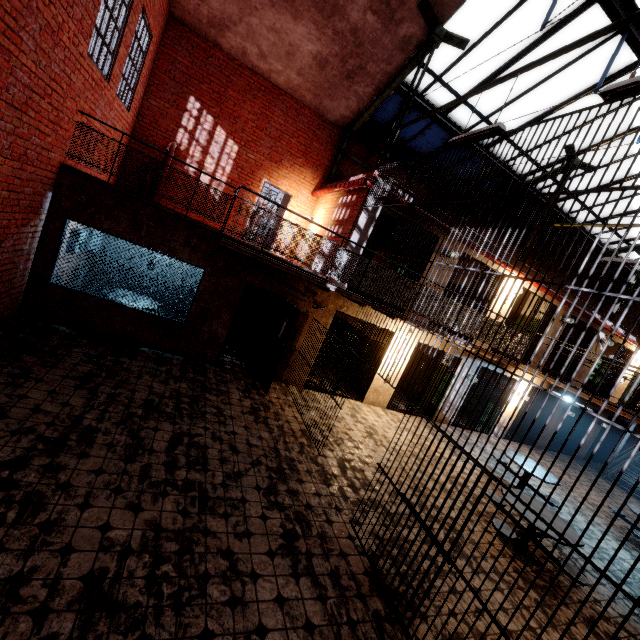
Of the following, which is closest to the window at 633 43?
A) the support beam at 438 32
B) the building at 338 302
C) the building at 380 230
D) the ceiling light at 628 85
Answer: Answer: the support beam at 438 32

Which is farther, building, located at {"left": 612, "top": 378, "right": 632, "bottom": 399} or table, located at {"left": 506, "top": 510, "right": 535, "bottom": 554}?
building, located at {"left": 612, "top": 378, "right": 632, "bottom": 399}

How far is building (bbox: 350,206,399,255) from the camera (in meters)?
8.21

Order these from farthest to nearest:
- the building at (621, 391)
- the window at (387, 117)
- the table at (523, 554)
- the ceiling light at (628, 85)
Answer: the building at (621, 391) < the window at (387, 117) < the table at (523, 554) < the ceiling light at (628, 85)

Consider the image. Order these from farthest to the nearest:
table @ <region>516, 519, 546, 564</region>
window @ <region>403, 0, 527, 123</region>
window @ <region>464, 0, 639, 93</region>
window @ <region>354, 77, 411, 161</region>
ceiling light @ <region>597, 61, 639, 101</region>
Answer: window @ <region>354, 77, 411, 161</region> → window @ <region>403, 0, 527, 123</region> → window @ <region>464, 0, 639, 93</region> → table @ <region>516, 519, 546, 564</region> → ceiling light @ <region>597, 61, 639, 101</region>

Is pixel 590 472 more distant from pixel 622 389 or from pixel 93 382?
pixel 93 382

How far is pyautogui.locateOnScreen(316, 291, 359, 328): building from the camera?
8.5 meters

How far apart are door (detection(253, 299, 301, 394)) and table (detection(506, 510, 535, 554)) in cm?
501
